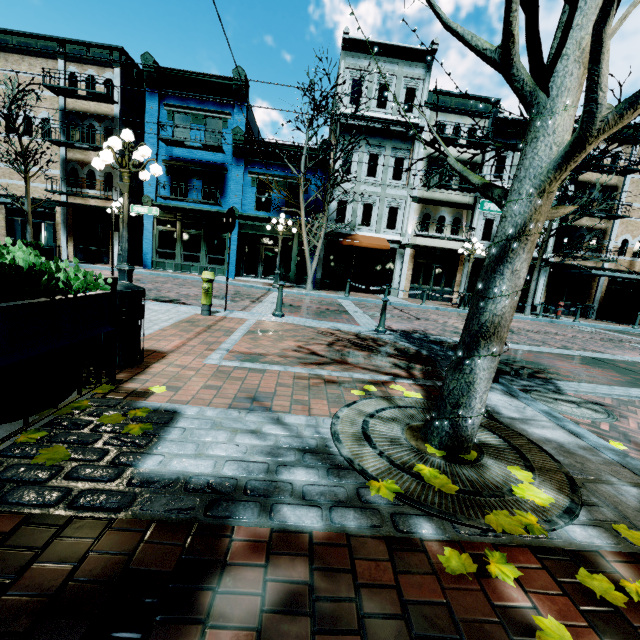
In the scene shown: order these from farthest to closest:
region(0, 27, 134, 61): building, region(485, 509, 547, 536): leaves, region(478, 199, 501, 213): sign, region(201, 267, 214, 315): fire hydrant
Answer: region(0, 27, 134, 61): building
region(478, 199, 501, 213): sign
region(201, 267, 214, 315): fire hydrant
region(485, 509, 547, 536): leaves

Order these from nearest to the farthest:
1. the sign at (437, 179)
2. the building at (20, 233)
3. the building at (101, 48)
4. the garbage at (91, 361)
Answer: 1. the garbage at (91, 361)
2. the sign at (437, 179)
3. the building at (101, 48)
4. the building at (20, 233)

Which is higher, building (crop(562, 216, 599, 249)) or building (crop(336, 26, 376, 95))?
building (crop(336, 26, 376, 95))

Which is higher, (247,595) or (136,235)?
(136,235)

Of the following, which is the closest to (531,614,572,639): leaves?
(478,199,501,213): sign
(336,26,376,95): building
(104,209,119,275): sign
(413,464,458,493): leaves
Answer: (413,464,458,493): leaves

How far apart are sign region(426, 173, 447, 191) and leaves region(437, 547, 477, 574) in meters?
10.5 m

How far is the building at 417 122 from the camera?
18.7m

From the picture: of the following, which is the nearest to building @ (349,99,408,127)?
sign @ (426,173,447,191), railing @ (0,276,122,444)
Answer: sign @ (426,173,447,191)
